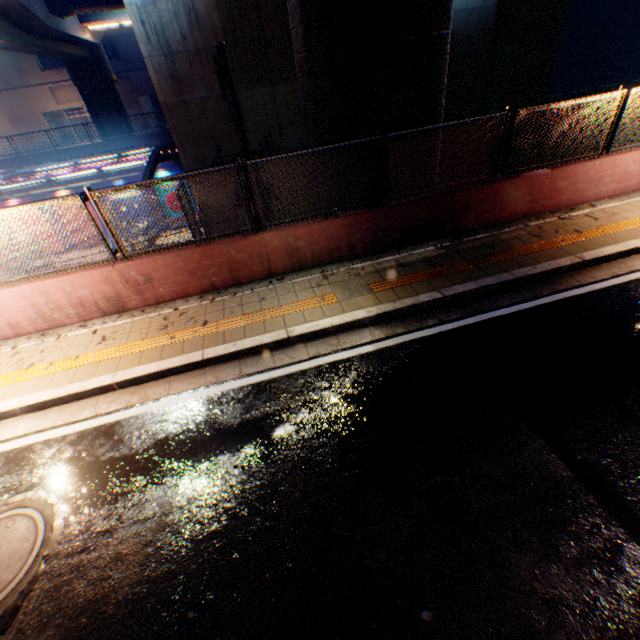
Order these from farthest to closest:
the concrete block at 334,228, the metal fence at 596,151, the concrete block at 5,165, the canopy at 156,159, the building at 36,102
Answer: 1. the building at 36,102
2. the concrete block at 5,165
3. the canopy at 156,159
4. the concrete block at 334,228
5. the metal fence at 596,151

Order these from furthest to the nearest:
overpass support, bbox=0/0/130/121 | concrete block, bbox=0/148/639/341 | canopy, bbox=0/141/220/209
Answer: overpass support, bbox=0/0/130/121 → canopy, bbox=0/141/220/209 → concrete block, bbox=0/148/639/341

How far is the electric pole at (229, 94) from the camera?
6.12m

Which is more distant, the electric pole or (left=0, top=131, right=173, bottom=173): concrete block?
(left=0, top=131, right=173, bottom=173): concrete block

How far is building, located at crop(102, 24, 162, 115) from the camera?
34.53m

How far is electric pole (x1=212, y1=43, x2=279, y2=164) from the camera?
6.12m

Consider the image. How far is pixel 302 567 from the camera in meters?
2.9 m

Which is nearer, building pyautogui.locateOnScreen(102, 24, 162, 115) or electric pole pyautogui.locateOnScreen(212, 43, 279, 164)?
electric pole pyautogui.locateOnScreen(212, 43, 279, 164)
